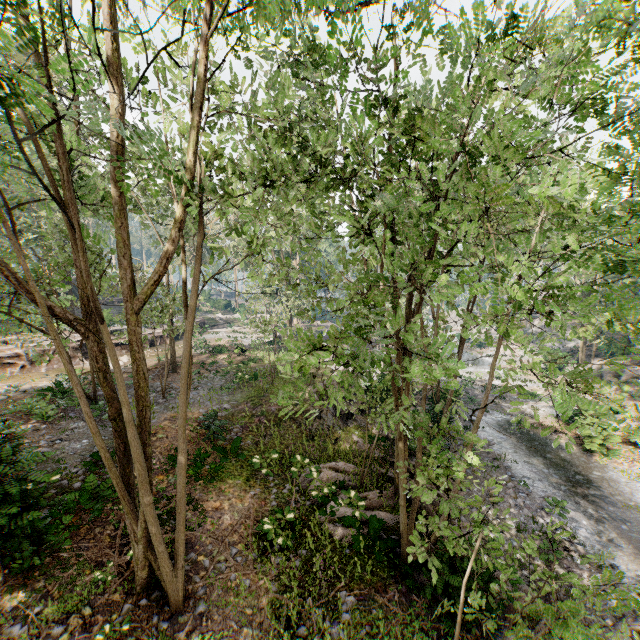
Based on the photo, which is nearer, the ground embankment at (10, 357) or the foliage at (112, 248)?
the foliage at (112, 248)

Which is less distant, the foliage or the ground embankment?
the foliage

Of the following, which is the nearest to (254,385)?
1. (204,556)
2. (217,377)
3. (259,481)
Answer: (217,377)
